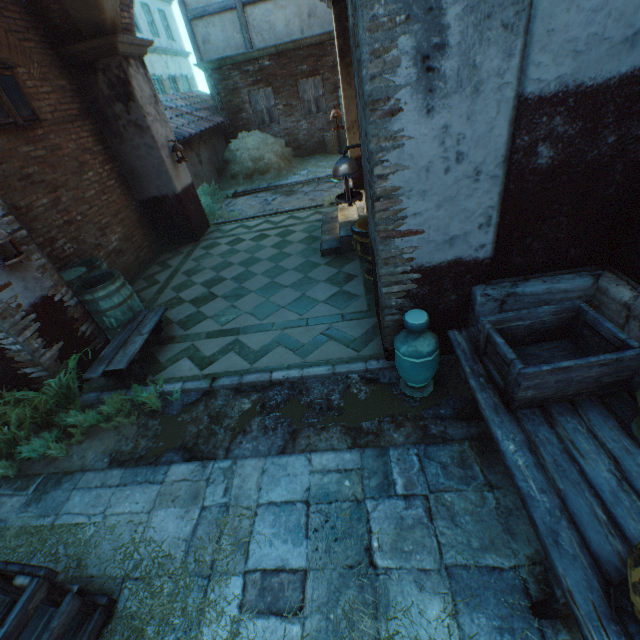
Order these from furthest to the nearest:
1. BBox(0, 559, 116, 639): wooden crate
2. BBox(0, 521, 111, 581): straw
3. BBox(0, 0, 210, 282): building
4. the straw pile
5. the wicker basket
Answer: the wicker basket, the straw pile, BBox(0, 0, 210, 282): building, BBox(0, 521, 111, 581): straw, BBox(0, 559, 116, 639): wooden crate

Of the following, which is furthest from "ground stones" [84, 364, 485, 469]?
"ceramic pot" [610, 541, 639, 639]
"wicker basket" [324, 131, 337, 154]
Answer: "wicker basket" [324, 131, 337, 154]

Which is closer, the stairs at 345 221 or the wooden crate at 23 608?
the wooden crate at 23 608

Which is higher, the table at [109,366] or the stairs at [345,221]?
the table at [109,366]

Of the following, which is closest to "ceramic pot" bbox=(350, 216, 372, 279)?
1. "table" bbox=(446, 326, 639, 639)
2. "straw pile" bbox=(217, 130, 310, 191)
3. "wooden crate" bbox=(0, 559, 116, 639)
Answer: "table" bbox=(446, 326, 639, 639)

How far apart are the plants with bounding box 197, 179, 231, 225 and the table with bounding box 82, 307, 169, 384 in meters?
4.9 m

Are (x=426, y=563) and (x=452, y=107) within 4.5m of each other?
yes

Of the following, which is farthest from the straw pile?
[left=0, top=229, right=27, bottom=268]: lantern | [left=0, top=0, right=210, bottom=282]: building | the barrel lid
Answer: [left=0, top=229, right=27, bottom=268]: lantern
